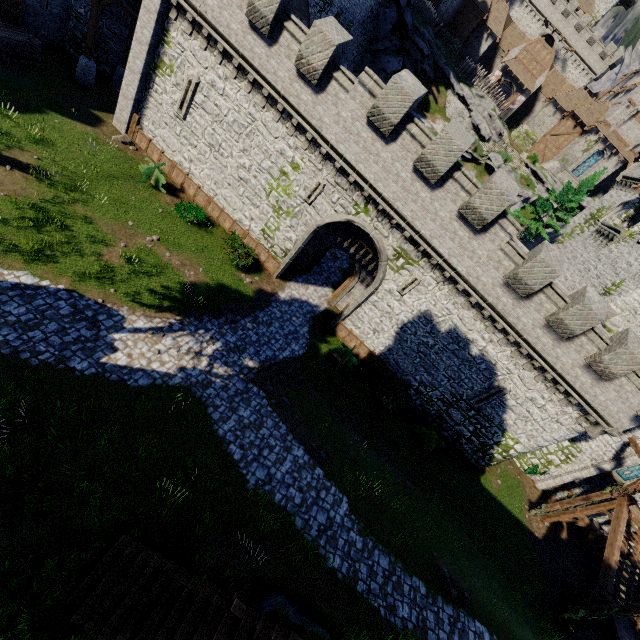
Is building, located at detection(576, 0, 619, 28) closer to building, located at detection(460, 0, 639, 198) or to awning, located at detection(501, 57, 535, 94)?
building, located at detection(460, 0, 639, 198)

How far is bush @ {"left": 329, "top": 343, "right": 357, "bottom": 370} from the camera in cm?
1934

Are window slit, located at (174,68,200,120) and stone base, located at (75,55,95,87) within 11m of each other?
yes

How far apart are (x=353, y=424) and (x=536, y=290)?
11.2m

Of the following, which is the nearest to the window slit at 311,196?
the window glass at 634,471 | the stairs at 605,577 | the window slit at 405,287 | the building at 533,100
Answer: the window slit at 405,287

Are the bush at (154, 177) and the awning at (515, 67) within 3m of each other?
no

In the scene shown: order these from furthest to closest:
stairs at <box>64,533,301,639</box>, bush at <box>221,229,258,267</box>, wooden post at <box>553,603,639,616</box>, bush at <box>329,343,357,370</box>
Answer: bush at <box>329,343,357,370</box> < bush at <box>221,229,258,267</box> < wooden post at <box>553,603,639,616</box> < stairs at <box>64,533,301,639</box>

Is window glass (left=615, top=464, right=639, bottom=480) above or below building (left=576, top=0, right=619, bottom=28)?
below
